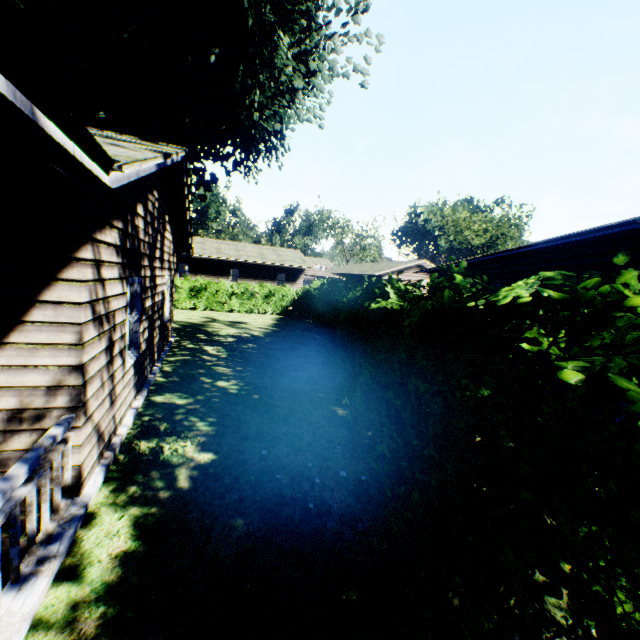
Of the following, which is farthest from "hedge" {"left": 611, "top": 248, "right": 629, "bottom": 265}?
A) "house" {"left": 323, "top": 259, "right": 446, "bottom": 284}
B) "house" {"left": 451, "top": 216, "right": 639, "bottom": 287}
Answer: "house" {"left": 323, "top": 259, "right": 446, "bottom": 284}

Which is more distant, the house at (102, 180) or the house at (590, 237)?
the house at (590, 237)

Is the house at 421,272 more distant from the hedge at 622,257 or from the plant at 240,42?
the plant at 240,42

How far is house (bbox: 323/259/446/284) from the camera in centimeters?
2501cm

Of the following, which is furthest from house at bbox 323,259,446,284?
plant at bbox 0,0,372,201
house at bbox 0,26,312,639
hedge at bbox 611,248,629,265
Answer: house at bbox 0,26,312,639

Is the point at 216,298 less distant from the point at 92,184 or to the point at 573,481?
the point at 92,184

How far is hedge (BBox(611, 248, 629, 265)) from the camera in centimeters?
131cm

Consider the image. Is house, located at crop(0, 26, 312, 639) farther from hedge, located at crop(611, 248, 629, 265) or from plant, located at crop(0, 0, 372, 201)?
hedge, located at crop(611, 248, 629, 265)
